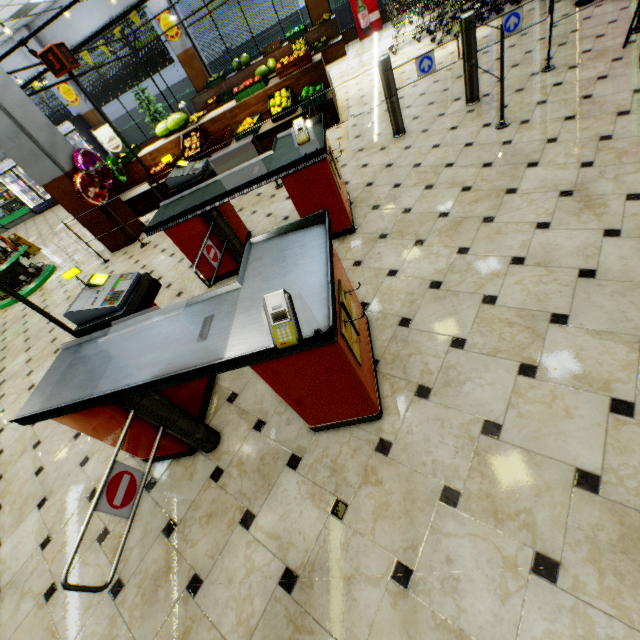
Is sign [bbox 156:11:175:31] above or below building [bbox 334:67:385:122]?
above

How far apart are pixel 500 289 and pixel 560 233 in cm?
71

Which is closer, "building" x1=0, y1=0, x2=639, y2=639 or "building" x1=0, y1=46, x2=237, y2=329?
"building" x1=0, y1=0, x2=639, y2=639

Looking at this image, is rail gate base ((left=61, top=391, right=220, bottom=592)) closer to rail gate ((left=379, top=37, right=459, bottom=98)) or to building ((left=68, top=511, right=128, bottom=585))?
building ((left=68, top=511, right=128, bottom=585))

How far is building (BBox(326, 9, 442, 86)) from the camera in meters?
7.7

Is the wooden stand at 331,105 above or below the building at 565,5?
above

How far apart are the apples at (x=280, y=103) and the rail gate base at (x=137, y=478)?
6.2 meters

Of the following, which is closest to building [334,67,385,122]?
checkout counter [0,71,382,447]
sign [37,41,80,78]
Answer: checkout counter [0,71,382,447]
